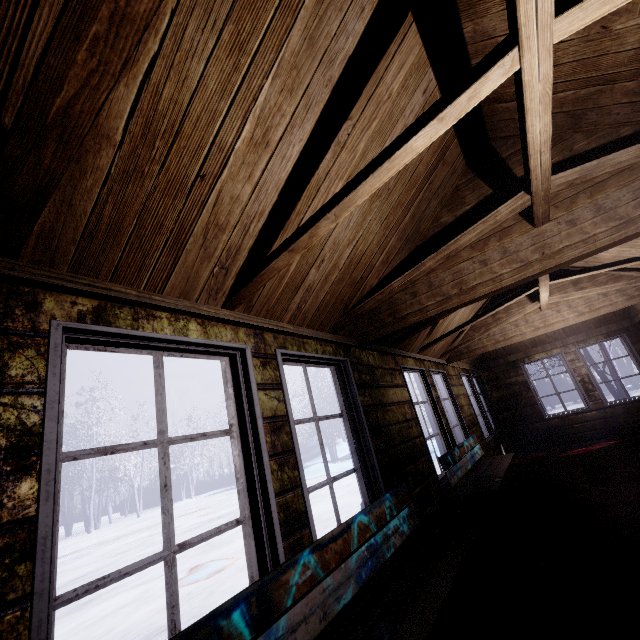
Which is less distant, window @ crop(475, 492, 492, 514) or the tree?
window @ crop(475, 492, 492, 514)

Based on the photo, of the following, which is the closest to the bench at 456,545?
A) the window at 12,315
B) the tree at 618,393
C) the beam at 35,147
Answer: the window at 12,315

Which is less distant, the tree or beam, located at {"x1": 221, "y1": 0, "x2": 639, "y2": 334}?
beam, located at {"x1": 221, "y1": 0, "x2": 639, "y2": 334}

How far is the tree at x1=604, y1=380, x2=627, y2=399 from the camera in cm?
874

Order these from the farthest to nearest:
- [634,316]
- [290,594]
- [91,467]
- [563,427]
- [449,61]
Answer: [91,467] → [563,427] → [634,316] → [449,61] → [290,594]

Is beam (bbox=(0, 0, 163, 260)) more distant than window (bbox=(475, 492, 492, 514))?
No

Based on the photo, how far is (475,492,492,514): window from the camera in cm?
404

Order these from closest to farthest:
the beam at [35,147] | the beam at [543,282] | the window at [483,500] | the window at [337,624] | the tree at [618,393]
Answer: the beam at [35,147] < the window at [337,624] < the beam at [543,282] < the window at [483,500] < the tree at [618,393]
